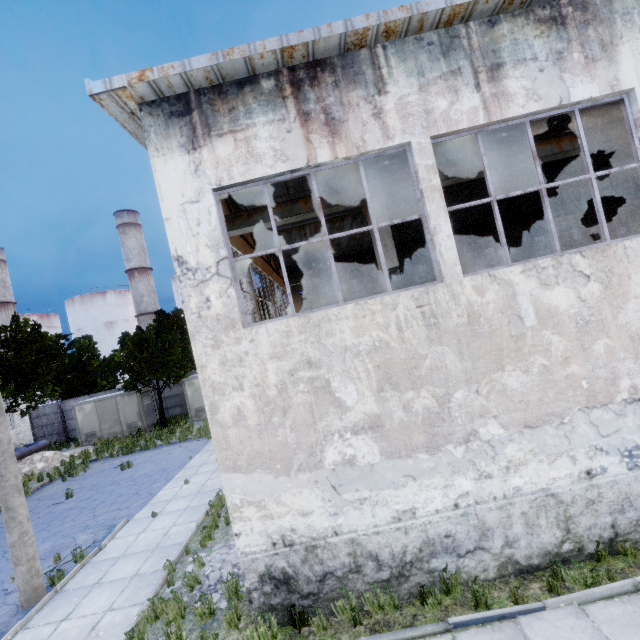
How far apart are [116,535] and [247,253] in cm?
1022

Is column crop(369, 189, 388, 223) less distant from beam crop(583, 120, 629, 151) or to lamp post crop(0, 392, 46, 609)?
beam crop(583, 120, 629, 151)

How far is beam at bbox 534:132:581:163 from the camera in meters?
8.6

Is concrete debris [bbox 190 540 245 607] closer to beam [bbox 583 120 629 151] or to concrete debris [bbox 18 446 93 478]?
beam [bbox 583 120 629 151]

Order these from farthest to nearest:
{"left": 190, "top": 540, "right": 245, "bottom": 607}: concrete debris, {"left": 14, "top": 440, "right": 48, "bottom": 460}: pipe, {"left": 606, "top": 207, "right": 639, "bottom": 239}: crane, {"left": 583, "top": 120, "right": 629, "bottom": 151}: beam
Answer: {"left": 14, "top": 440, "right": 48, "bottom": 460}: pipe
{"left": 606, "top": 207, "right": 639, "bottom": 239}: crane
{"left": 583, "top": 120, "right": 629, "bottom": 151}: beam
{"left": 190, "top": 540, "right": 245, "bottom": 607}: concrete debris

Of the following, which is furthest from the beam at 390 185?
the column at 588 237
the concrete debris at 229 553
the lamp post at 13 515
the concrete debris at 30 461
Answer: the concrete debris at 30 461

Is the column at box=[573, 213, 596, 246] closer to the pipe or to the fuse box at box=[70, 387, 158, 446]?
the fuse box at box=[70, 387, 158, 446]

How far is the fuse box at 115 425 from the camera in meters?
25.3 m
